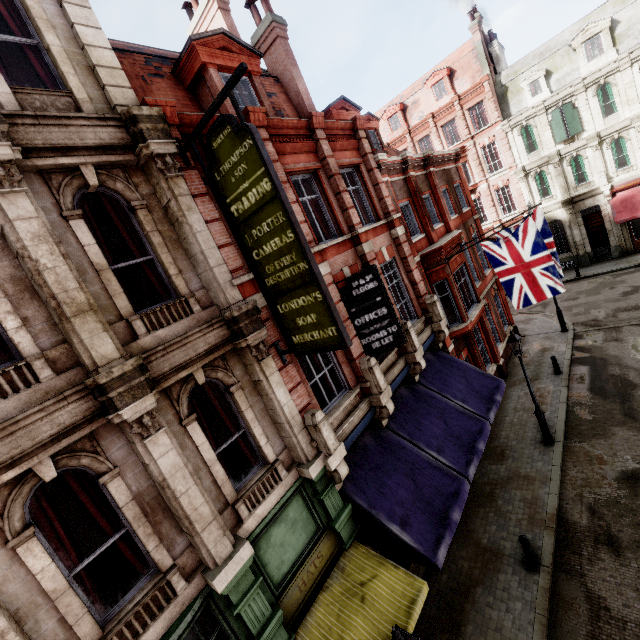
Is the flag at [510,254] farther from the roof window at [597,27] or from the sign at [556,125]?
the roof window at [597,27]

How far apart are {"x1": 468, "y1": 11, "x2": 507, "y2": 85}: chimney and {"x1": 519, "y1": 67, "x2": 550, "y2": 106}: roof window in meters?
3.7 m

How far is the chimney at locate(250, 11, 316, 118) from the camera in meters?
11.7

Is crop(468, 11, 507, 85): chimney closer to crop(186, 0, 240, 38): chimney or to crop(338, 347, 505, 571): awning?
crop(186, 0, 240, 38): chimney

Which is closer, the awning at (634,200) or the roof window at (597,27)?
the roof window at (597,27)

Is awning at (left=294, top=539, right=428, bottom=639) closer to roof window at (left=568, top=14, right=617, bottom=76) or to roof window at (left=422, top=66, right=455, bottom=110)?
roof window at (left=568, top=14, right=617, bottom=76)

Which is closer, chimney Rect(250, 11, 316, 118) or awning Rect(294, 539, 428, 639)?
awning Rect(294, 539, 428, 639)

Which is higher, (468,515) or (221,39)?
(221,39)
